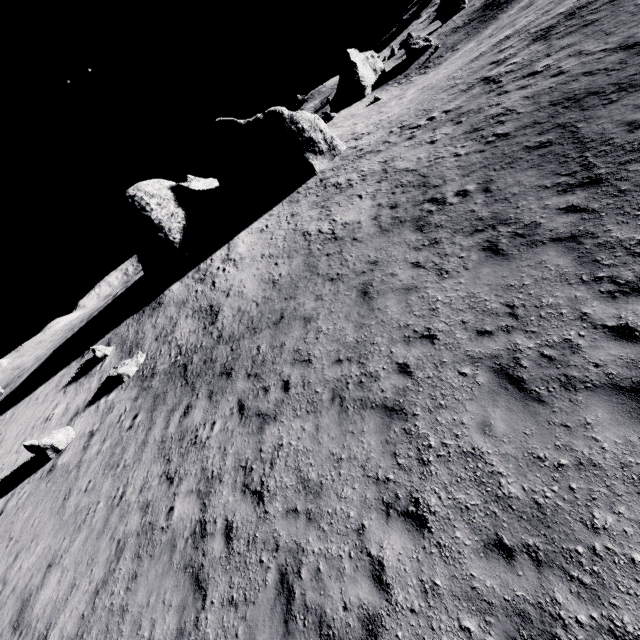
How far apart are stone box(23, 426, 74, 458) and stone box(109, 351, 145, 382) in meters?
2.9

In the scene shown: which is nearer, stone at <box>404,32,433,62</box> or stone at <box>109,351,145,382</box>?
stone at <box>109,351,145,382</box>

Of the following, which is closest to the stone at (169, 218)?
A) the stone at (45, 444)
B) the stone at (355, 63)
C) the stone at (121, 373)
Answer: the stone at (121, 373)

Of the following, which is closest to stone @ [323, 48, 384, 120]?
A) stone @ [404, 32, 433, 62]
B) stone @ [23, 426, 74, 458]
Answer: stone @ [404, 32, 433, 62]

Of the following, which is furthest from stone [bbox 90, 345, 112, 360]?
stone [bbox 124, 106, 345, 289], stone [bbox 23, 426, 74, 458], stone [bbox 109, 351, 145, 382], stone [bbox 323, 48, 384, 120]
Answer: stone [bbox 323, 48, 384, 120]

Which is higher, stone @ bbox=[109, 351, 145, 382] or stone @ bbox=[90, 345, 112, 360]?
stone @ bbox=[90, 345, 112, 360]

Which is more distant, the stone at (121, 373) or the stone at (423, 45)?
the stone at (423, 45)

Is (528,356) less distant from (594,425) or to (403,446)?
(594,425)
